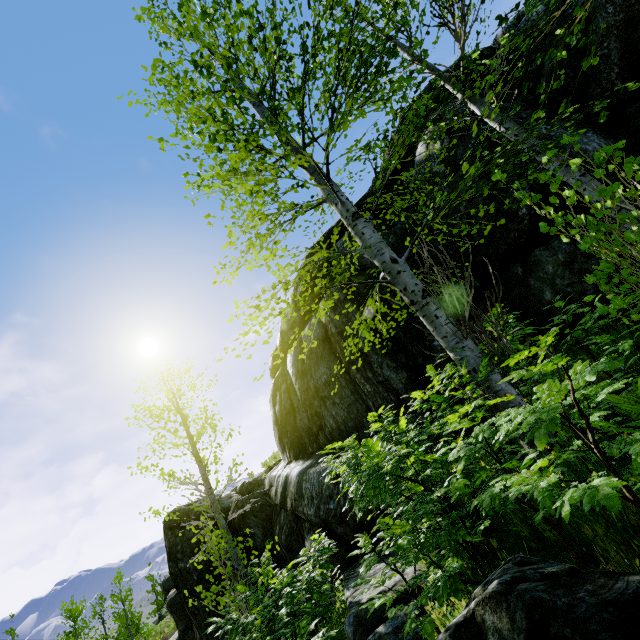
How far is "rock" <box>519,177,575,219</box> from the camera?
4.6 meters

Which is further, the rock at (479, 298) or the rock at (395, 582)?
the rock at (479, 298)

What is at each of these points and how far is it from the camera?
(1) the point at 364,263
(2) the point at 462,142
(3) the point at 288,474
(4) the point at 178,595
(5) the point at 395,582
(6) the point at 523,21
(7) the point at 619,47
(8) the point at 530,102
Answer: (1) rock, 7.62m
(2) rock, 5.59m
(3) rock, 8.81m
(4) rock, 18.11m
(5) rock, 3.97m
(6) rock, 6.52m
(7) rock, 5.15m
(8) rock, 6.18m

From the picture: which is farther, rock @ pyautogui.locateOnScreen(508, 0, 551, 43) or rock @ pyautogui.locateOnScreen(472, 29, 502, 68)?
rock @ pyautogui.locateOnScreen(472, 29, 502, 68)
